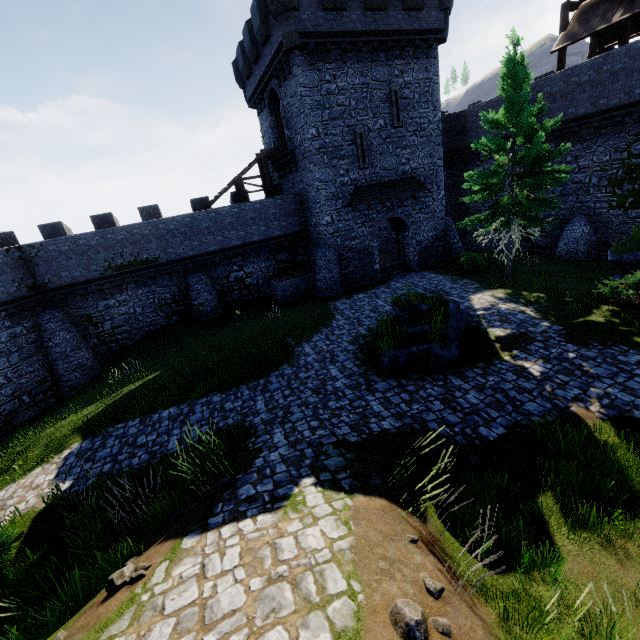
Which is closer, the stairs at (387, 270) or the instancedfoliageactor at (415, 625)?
the instancedfoliageactor at (415, 625)

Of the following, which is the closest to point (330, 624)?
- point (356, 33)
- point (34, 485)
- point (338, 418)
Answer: point (338, 418)

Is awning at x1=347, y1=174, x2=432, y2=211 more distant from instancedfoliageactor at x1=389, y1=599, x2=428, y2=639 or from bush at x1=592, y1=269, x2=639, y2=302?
instancedfoliageactor at x1=389, y1=599, x2=428, y2=639

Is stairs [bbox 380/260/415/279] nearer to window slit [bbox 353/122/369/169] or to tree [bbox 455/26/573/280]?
tree [bbox 455/26/573/280]

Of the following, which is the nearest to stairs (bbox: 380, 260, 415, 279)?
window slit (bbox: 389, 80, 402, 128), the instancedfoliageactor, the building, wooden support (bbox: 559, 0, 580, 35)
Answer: the building

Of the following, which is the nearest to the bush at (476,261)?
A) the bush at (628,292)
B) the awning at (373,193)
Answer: the awning at (373,193)

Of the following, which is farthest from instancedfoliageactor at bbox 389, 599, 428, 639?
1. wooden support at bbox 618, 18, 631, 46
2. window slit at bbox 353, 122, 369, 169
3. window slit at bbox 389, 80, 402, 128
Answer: wooden support at bbox 618, 18, 631, 46

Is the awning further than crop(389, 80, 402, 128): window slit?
Yes
